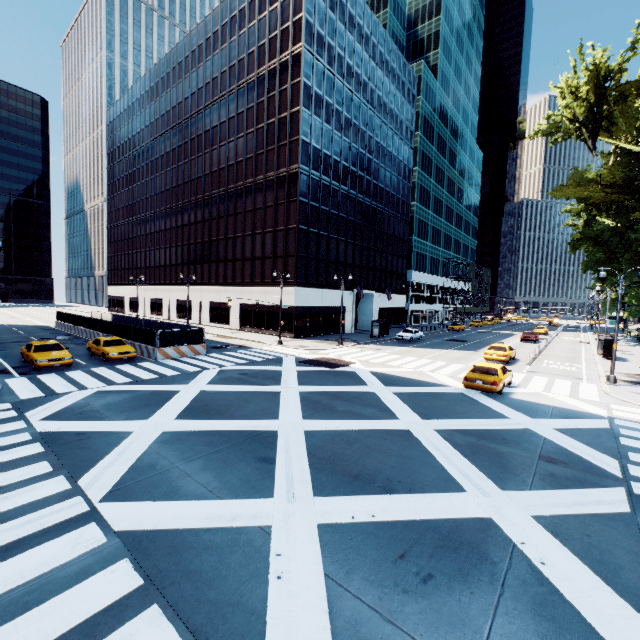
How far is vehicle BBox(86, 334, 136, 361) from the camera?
21.8m

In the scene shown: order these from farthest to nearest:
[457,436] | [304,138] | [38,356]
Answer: [304,138] → [38,356] → [457,436]

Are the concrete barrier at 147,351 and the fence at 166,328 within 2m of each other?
yes

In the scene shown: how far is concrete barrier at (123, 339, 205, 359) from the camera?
23.7m

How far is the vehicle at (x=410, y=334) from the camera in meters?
39.3

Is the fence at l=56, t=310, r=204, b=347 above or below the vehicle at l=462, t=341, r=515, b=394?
above

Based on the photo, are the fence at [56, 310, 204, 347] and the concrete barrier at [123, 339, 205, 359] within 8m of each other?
yes

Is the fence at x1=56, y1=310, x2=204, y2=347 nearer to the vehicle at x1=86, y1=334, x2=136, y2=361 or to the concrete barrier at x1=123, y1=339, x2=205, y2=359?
the concrete barrier at x1=123, y1=339, x2=205, y2=359
